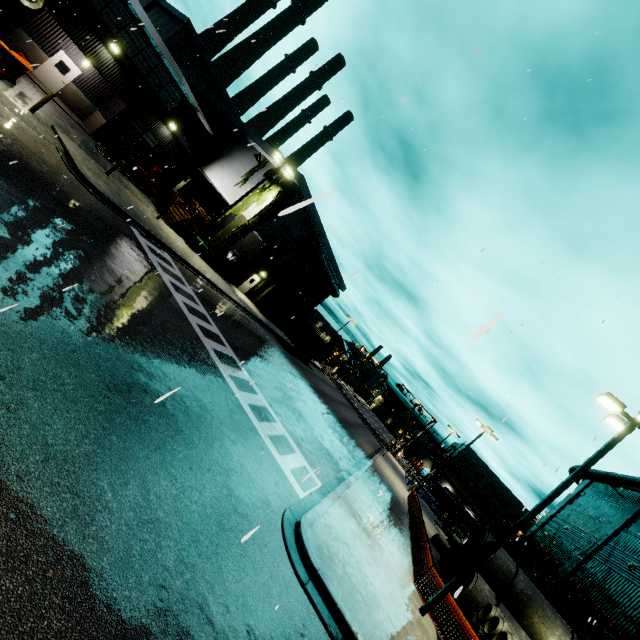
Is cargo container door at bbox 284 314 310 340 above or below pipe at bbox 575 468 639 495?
below

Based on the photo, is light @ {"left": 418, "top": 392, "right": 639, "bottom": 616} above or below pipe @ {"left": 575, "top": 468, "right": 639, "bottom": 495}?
below

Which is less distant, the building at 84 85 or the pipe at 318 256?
the building at 84 85

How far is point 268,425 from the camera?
12.0 meters

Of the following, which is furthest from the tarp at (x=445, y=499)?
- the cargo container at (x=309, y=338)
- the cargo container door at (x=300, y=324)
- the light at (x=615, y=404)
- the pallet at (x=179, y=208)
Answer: the light at (x=615, y=404)

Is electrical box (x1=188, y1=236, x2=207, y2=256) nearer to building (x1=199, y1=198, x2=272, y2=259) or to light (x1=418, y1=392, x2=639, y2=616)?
building (x1=199, y1=198, x2=272, y2=259)

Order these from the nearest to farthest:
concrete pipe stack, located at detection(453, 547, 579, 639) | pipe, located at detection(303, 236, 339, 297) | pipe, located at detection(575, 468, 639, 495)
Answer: concrete pipe stack, located at detection(453, 547, 579, 639), pipe, located at detection(575, 468, 639, 495), pipe, located at detection(303, 236, 339, 297)

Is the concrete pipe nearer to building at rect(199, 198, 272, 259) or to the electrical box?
building at rect(199, 198, 272, 259)
